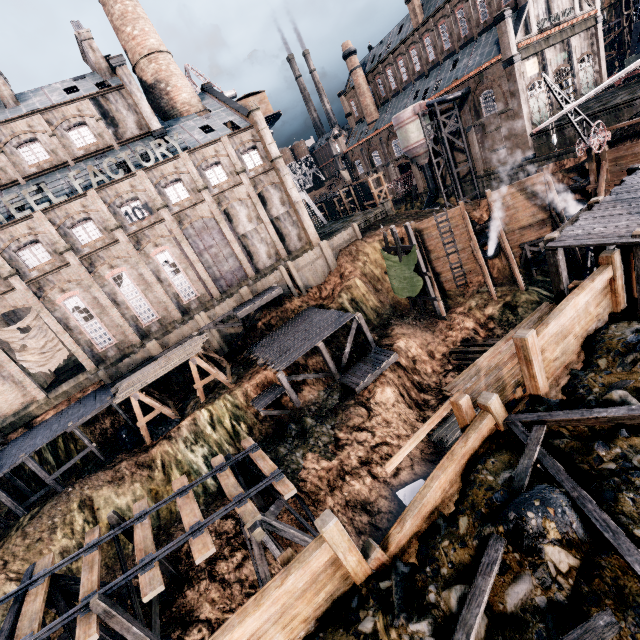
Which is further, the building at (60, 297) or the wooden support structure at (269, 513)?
the building at (60, 297)

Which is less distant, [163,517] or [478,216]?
[163,517]

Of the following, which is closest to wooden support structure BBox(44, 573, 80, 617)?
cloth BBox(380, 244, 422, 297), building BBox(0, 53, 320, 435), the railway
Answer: the railway

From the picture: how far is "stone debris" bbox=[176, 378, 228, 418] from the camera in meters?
26.1

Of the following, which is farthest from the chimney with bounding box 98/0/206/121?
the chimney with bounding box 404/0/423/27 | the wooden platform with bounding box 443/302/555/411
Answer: the wooden platform with bounding box 443/302/555/411

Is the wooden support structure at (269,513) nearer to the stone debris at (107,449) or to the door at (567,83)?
the stone debris at (107,449)

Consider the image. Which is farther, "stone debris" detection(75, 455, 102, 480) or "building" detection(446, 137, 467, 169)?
"building" detection(446, 137, 467, 169)

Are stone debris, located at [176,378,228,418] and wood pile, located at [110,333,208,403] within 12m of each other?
yes
